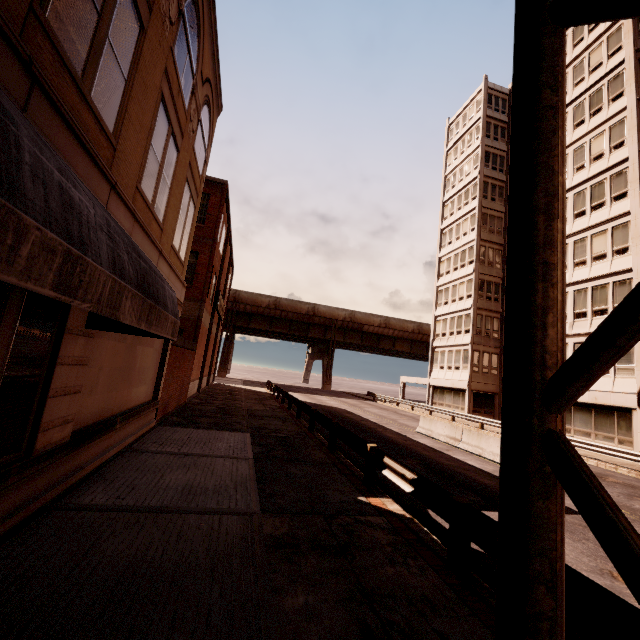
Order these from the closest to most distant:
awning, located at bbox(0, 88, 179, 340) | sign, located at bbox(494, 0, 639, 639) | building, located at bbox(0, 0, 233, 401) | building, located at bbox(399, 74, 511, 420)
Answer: awning, located at bbox(0, 88, 179, 340) < sign, located at bbox(494, 0, 639, 639) < building, located at bbox(0, 0, 233, 401) < building, located at bbox(399, 74, 511, 420)

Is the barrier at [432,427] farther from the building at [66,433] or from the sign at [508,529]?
the building at [66,433]

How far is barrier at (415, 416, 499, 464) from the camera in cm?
1416

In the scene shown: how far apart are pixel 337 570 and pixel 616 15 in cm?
678

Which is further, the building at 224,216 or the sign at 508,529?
the building at 224,216

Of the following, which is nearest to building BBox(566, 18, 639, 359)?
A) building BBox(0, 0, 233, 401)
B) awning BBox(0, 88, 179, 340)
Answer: awning BBox(0, 88, 179, 340)

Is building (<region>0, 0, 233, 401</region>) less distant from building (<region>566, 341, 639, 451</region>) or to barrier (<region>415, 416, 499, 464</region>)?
barrier (<region>415, 416, 499, 464</region>)

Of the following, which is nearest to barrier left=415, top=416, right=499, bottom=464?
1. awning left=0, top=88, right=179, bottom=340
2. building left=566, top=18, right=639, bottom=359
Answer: building left=566, top=18, right=639, bottom=359
